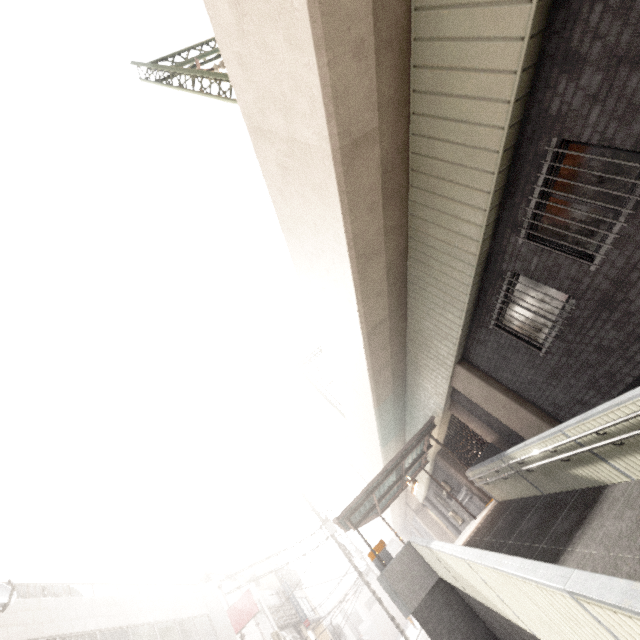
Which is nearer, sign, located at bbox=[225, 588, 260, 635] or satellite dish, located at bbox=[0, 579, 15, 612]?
satellite dish, located at bbox=[0, 579, 15, 612]

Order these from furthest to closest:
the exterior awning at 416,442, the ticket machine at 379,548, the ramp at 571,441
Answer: the exterior awning at 416,442
the ticket machine at 379,548
the ramp at 571,441

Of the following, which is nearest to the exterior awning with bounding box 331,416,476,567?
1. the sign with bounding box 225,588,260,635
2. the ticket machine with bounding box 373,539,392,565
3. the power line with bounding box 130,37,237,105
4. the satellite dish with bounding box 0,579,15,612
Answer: the ticket machine with bounding box 373,539,392,565

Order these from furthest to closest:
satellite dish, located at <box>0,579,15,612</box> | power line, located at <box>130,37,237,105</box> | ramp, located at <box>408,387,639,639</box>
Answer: power line, located at <box>130,37,237,105</box>
satellite dish, located at <box>0,579,15,612</box>
ramp, located at <box>408,387,639,639</box>

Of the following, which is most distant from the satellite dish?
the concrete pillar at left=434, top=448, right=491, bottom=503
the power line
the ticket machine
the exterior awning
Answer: the concrete pillar at left=434, top=448, right=491, bottom=503

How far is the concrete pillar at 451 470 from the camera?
15.4 meters

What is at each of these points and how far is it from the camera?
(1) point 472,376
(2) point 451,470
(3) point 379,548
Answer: (1) concrete pillar, 9.47m
(2) concrete pillar, 16.47m
(3) ticket machine, 11.01m

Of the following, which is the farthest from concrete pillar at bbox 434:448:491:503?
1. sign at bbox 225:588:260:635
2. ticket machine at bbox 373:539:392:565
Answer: sign at bbox 225:588:260:635
